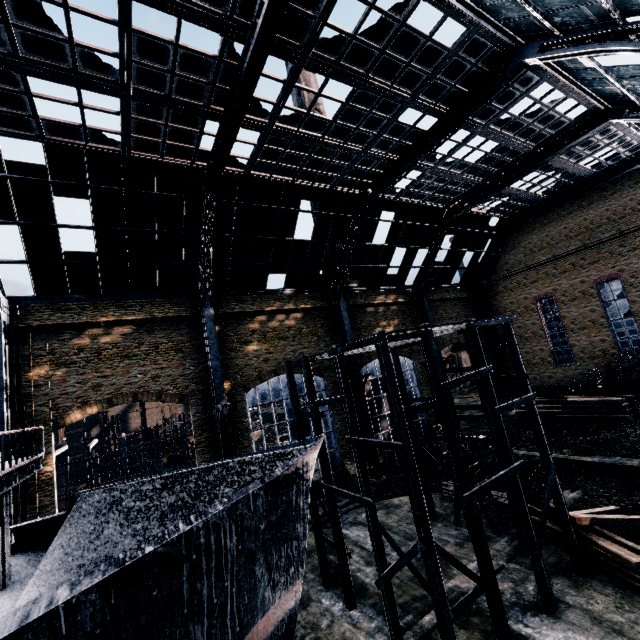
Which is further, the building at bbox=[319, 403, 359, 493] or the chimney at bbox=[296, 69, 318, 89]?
the chimney at bbox=[296, 69, 318, 89]

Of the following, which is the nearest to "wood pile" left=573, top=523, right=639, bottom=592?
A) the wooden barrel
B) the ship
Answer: the wooden barrel

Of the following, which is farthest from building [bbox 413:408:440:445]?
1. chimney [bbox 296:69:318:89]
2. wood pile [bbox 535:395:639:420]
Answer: chimney [bbox 296:69:318:89]

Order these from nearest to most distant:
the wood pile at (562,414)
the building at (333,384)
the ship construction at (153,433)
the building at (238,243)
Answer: the building at (238,243), the wood pile at (562,414), the ship construction at (153,433), the building at (333,384)

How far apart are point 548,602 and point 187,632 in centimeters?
1394cm

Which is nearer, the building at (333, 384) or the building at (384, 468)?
the building at (384, 468)

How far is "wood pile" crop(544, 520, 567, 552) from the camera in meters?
15.8

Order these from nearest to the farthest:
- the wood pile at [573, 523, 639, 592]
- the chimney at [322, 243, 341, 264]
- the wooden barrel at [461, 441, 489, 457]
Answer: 1. the wood pile at [573, 523, 639, 592]
2. the wooden barrel at [461, 441, 489, 457]
3. the chimney at [322, 243, 341, 264]
